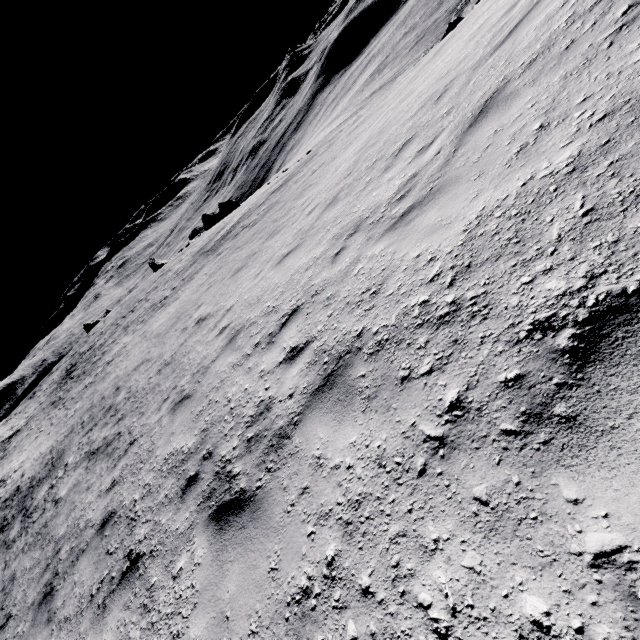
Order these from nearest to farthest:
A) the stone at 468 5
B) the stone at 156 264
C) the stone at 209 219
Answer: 1. the stone at 468 5
2. the stone at 209 219
3. the stone at 156 264

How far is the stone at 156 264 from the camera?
50.6m

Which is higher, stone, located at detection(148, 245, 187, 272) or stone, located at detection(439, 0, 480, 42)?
stone, located at detection(148, 245, 187, 272)

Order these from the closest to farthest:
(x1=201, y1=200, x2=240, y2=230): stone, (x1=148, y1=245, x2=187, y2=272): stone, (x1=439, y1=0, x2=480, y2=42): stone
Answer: (x1=439, y1=0, x2=480, y2=42): stone, (x1=201, y1=200, x2=240, y2=230): stone, (x1=148, y1=245, x2=187, y2=272): stone

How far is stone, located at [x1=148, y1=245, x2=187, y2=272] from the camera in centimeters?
5062cm

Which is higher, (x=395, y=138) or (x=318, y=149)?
(x=395, y=138)

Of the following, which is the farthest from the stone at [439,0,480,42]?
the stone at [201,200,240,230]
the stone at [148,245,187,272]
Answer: the stone at [148,245,187,272]
